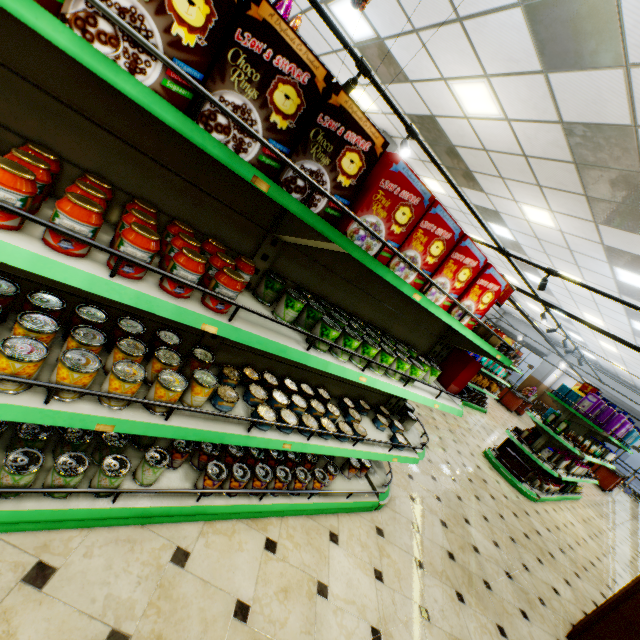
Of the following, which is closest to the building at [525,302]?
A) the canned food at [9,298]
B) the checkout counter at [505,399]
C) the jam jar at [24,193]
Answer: the checkout counter at [505,399]

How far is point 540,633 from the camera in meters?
3.1 m

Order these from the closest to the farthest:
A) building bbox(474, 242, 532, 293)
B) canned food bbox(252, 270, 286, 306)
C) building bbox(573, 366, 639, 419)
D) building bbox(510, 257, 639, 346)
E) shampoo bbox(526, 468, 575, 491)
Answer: canned food bbox(252, 270, 286, 306) < shampoo bbox(526, 468, 575, 491) < building bbox(510, 257, 639, 346) < building bbox(474, 242, 532, 293) < building bbox(573, 366, 639, 419)

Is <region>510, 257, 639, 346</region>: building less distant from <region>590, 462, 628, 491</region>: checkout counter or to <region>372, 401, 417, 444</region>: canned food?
<region>590, 462, 628, 491</region>: checkout counter

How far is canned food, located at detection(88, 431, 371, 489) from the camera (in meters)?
1.71

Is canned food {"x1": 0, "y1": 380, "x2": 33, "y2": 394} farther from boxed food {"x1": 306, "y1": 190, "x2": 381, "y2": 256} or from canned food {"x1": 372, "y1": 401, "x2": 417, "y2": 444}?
canned food {"x1": 372, "y1": 401, "x2": 417, "y2": 444}

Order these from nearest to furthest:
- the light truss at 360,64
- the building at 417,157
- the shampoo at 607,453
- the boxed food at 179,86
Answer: the boxed food at 179,86
the light truss at 360,64
the shampoo at 607,453
the building at 417,157

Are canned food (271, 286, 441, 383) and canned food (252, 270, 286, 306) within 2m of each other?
yes
